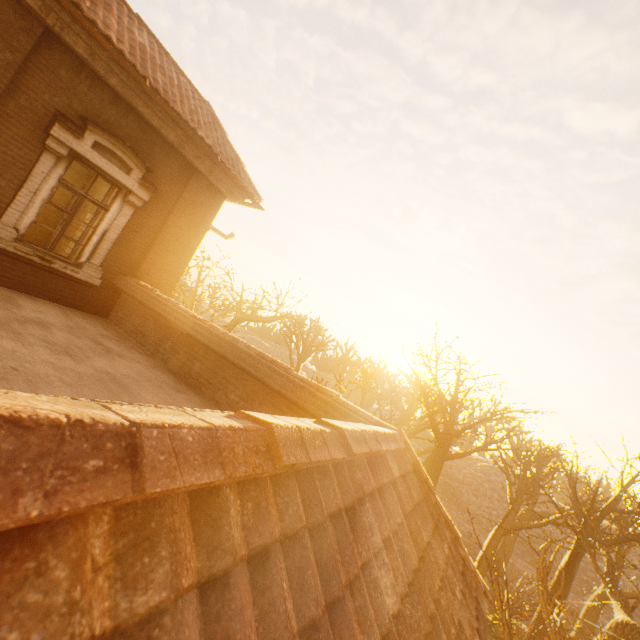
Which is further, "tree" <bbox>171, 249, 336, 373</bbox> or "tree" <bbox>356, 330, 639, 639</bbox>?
"tree" <bbox>171, 249, 336, 373</bbox>

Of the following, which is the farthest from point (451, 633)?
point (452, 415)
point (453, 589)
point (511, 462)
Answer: point (511, 462)

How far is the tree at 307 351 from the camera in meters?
15.2

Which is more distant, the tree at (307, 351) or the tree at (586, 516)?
the tree at (307, 351)

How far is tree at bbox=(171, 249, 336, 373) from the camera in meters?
15.2
